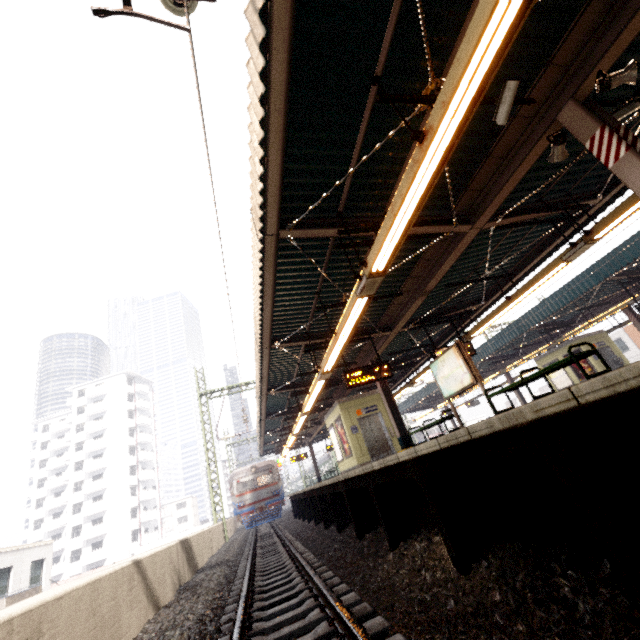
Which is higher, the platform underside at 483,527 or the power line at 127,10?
the power line at 127,10

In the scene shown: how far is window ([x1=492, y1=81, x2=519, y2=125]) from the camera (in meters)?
4.12

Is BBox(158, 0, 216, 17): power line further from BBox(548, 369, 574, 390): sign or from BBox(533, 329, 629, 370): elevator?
BBox(548, 369, 574, 390): sign

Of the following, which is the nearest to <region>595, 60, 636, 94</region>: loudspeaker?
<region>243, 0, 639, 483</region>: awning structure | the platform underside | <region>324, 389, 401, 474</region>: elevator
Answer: <region>243, 0, 639, 483</region>: awning structure

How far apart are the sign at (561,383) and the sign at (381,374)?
16.1 meters

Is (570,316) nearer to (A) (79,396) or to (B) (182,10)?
(B) (182,10)

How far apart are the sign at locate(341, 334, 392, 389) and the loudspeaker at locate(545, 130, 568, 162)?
6.37m

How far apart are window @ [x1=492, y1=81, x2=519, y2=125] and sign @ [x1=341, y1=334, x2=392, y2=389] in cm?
689
